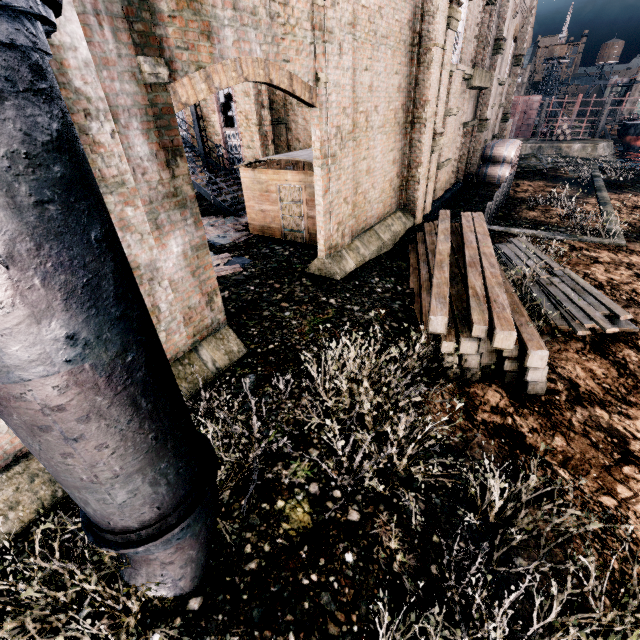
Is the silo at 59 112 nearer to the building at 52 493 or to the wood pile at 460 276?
the building at 52 493

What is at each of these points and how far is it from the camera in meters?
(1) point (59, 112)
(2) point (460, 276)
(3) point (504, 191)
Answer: (1) silo, 1.7
(2) wood pile, 10.0
(3) wooden railing, 19.8

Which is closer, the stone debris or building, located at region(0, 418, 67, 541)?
building, located at region(0, 418, 67, 541)

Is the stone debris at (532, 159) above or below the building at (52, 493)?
below

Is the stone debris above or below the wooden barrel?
below

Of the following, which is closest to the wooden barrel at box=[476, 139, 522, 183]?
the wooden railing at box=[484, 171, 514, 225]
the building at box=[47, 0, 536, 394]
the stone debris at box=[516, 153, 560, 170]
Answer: the building at box=[47, 0, 536, 394]

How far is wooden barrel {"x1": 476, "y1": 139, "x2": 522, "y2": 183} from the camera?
24.55m

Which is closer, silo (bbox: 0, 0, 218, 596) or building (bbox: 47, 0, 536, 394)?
silo (bbox: 0, 0, 218, 596)
